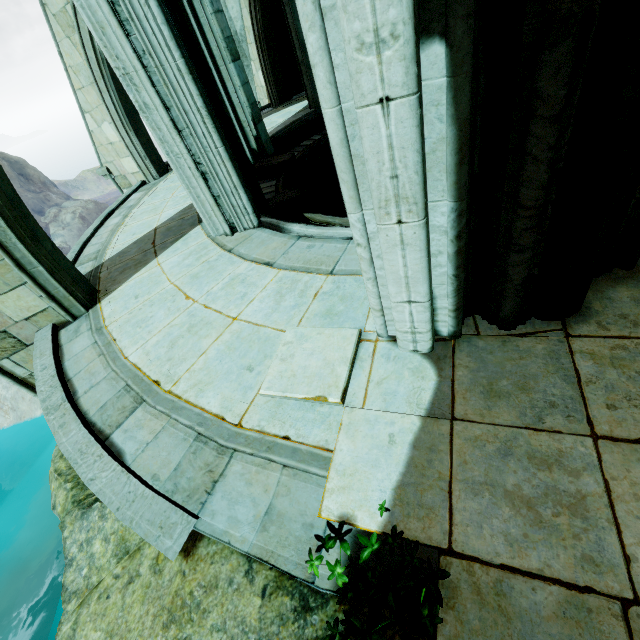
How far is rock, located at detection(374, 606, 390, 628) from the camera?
1.79m

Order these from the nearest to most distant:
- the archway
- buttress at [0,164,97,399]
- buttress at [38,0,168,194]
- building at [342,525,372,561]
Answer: the archway → building at [342,525,372,561] → buttress at [0,164,97,399] → buttress at [38,0,168,194]

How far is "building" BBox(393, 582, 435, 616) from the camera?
1.7 meters

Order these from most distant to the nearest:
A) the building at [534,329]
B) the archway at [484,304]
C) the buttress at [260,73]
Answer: the buttress at [260,73], the building at [534,329], the archway at [484,304]

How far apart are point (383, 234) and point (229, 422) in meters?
2.0 m

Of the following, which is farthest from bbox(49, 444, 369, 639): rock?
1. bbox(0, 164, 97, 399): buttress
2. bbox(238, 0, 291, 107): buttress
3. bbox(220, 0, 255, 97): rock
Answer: bbox(238, 0, 291, 107): buttress

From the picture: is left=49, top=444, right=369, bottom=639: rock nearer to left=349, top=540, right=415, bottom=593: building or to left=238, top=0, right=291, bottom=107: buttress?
left=349, top=540, right=415, bottom=593: building

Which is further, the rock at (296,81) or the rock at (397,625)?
the rock at (296,81)
